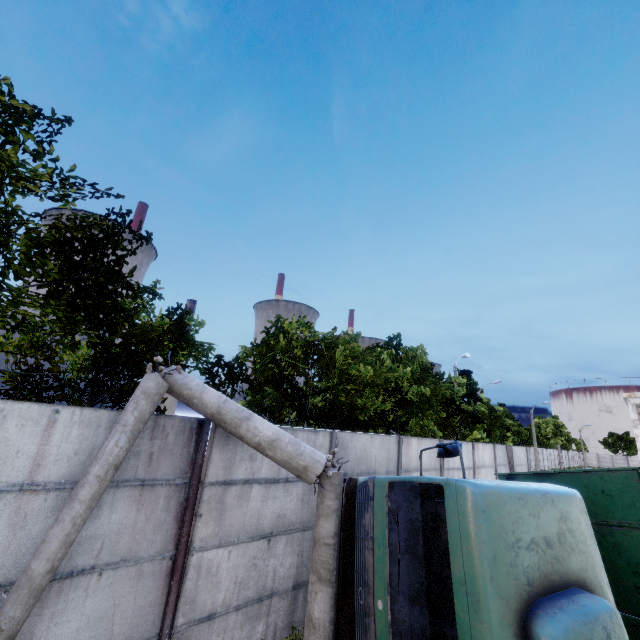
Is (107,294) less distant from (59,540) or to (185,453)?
(185,453)
